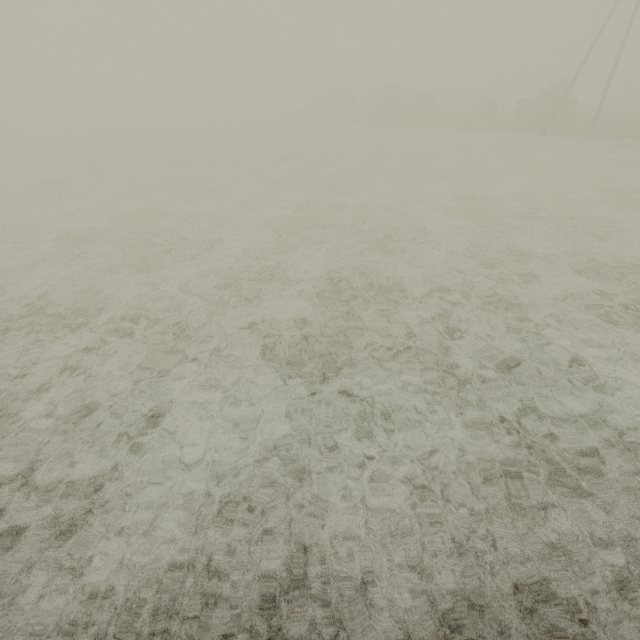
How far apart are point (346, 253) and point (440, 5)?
48.3m
